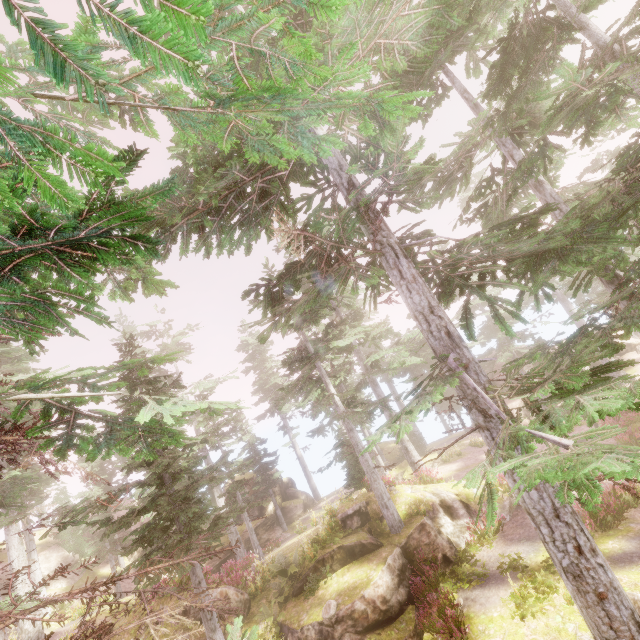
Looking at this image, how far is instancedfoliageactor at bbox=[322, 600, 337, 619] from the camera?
11.3 meters

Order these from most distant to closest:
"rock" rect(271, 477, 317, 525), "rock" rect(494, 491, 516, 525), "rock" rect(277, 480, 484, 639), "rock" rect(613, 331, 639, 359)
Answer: "rock" rect(613, 331, 639, 359) < "rock" rect(271, 477, 317, 525) < "rock" rect(494, 491, 516, 525) < "rock" rect(277, 480, 484, 639)

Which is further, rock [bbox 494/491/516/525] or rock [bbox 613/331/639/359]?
rock [bbox 613/331/639/359]

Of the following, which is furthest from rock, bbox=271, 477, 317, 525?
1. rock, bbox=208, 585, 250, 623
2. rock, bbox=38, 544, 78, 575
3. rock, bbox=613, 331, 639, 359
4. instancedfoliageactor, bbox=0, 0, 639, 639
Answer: rock, bbox=613, 331, 639, 359

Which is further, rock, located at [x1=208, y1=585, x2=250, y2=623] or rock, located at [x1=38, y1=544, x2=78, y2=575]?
rock, located at [x1=38, y1=544, x2=78, y2=575]

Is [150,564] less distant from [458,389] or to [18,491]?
[18,491]

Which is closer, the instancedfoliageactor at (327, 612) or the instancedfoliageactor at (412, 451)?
the instancedfoliageactor at (412, 451)

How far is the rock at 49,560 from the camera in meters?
26.2 m
